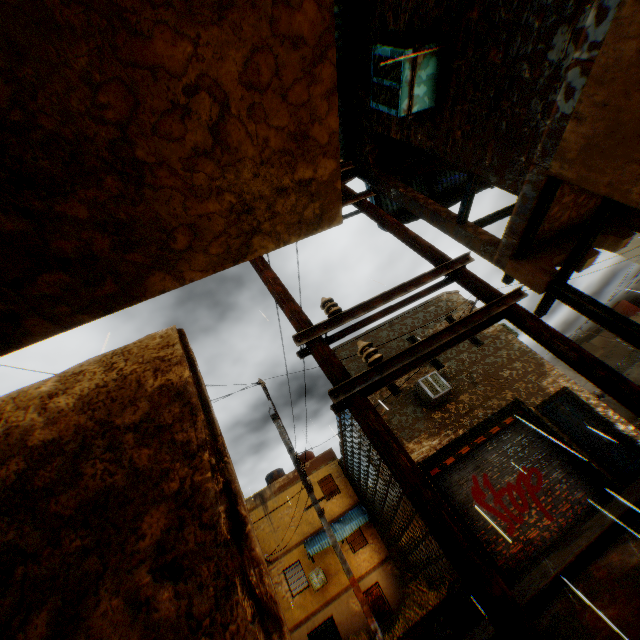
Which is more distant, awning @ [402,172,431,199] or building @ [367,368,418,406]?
building @ [367,368,418,406]

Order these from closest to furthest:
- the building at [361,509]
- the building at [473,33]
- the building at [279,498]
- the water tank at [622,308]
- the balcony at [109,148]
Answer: the balcony at [109,148] < the building at [473,33] < the building at [361,509] < the building at [279,498] < the water tank at [622,308]

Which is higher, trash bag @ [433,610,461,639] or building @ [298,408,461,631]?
building @ [298,408,461,631]

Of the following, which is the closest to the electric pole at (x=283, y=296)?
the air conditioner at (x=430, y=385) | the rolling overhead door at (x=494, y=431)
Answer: the rolling overhead door at (x=494, y=431)

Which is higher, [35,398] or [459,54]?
[459,54]

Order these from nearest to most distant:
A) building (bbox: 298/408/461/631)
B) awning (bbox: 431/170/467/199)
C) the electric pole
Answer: the electric pole < awning (bbox: 431/170/467/199) < building (bbox: 298/408/461/631)

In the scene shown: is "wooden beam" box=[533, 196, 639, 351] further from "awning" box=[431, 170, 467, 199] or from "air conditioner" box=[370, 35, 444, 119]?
"awning" box=[431, 170, 467, 199]

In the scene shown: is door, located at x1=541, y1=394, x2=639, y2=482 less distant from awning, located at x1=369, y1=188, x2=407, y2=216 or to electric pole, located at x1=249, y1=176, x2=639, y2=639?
awning, located at x1=369, y1=188, x2=407, y2=216
